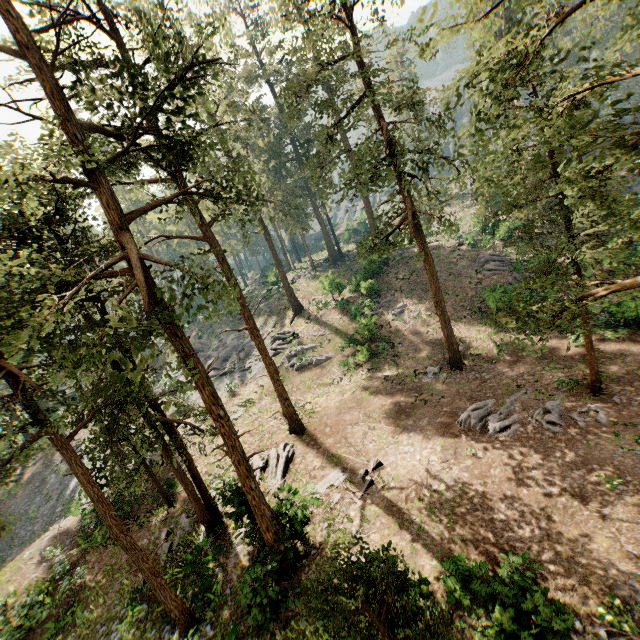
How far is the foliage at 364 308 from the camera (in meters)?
30.03

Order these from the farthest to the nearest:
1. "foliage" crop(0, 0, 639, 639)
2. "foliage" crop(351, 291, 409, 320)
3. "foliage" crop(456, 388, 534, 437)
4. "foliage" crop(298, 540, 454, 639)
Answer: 1. "foliage" crop(351, 291, 409, 320)
2. "foliage" crop(456, 388, 534, 437)
3. "foliage" crop(0, 0, 639, 639)
4. "foliage" crop(298, 540, 454, 639)

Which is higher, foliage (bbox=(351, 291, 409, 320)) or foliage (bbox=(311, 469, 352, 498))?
foliage (bbox=(351, 291, 409, 320))

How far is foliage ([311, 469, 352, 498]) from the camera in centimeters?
1567cm

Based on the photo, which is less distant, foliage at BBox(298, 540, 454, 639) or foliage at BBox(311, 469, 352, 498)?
foliage at BBox(298, 540, 454, 639)

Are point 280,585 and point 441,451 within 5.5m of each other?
no
